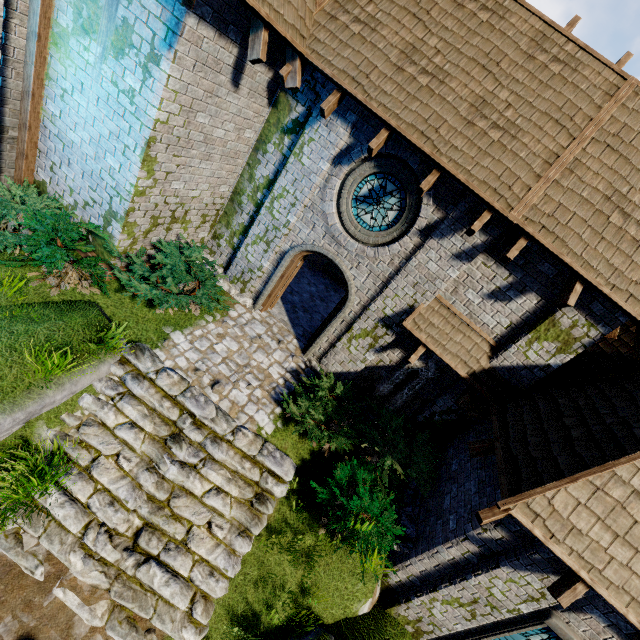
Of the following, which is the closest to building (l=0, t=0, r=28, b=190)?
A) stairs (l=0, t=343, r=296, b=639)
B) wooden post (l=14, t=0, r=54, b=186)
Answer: wooden post (l=14, t=0, r=54, b=186)

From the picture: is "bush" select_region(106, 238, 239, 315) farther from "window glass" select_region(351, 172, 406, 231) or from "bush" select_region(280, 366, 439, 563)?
"window glass" select_region(351, 172, 406, 231)

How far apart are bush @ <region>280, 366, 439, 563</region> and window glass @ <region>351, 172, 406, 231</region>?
3.7m

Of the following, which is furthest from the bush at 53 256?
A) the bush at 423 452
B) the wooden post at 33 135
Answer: the bush at 423 452

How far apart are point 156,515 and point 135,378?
2.6m

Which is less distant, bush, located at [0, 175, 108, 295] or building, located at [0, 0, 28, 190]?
building, located at [0, 0, 28, 190]

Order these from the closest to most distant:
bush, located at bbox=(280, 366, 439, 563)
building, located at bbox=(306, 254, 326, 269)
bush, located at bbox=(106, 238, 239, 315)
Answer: bush, located at bbox=(280, 366, 439, 563), bush, located at bbox=(106, 238, 239, 315), building, located at bbox=(306, 254, 326, 269)

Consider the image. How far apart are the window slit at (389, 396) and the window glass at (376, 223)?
3.0 meters
